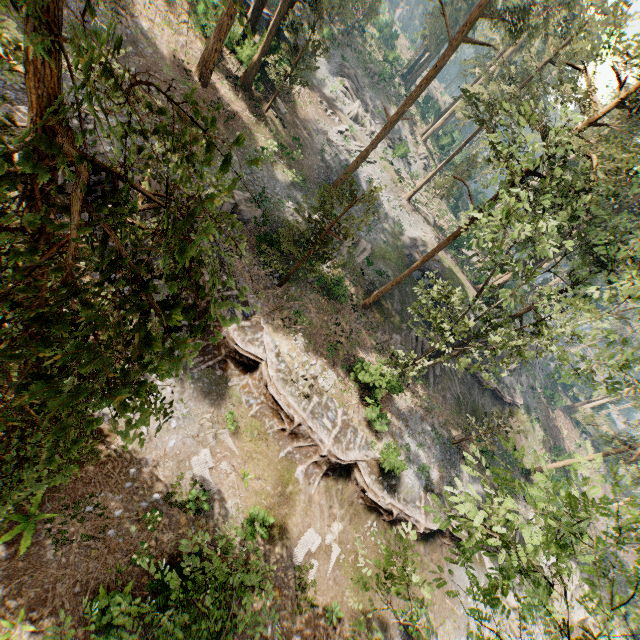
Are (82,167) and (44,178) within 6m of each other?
yes

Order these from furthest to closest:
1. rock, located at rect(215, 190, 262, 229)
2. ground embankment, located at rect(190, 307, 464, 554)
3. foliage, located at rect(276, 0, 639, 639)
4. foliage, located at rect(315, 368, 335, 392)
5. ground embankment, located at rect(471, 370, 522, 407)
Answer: ground embankment, located at rect(471, 370, 522, 407) < rock, located at rect(215, 190, 262, 229) < foliage, located at rect(315, 368, 335, 392) < ground embankment, located at rect(190, 307, 464, 554) < foliage, located at rect(276, 0, 639, 639)

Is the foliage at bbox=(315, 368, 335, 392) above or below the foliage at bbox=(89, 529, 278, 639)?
below

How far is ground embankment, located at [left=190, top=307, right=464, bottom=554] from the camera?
18.6 meters

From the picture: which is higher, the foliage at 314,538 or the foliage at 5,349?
the foliage at 5,349

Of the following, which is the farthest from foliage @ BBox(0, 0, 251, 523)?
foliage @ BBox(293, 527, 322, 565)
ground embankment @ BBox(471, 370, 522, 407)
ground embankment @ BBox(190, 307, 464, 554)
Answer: foliage @ BBox(293, 527, 322, 565)

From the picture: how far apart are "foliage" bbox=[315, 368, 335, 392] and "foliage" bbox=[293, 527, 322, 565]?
7.36m

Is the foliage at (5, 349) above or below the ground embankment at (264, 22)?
above
